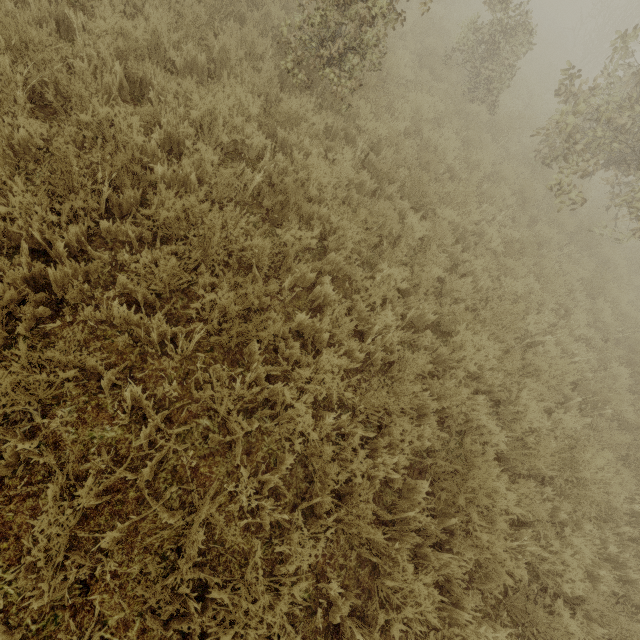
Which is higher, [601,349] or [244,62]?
[244,62]

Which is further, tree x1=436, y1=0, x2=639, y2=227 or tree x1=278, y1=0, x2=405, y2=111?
tree x1=436, y1=0, x2=639, y2=227

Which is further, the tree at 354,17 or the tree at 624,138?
the tree at 624,138
